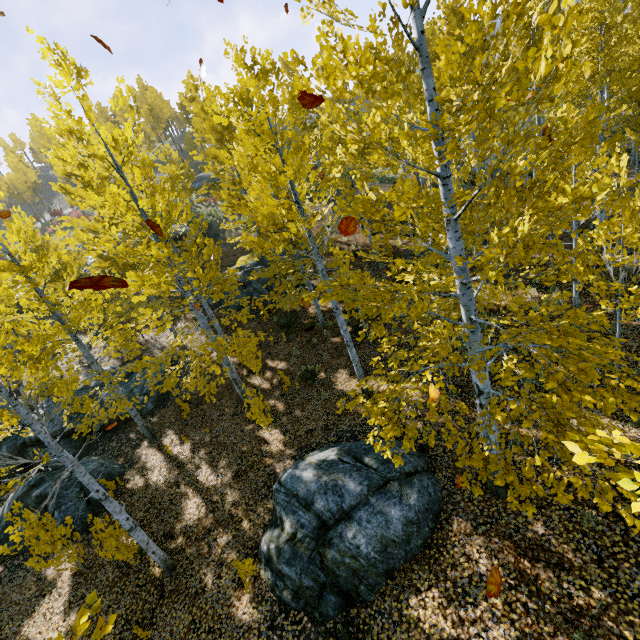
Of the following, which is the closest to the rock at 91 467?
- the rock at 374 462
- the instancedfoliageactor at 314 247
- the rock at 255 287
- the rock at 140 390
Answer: the rock at 140 390

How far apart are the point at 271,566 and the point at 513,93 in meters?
8.3

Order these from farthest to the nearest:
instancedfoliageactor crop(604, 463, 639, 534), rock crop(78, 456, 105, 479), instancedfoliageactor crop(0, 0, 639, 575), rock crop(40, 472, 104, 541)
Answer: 1. rock crop(78, 456, 105, 479)
2. rock crop(40, 472, 104, 541)
3. instancedfoliageactor crop(0, 0, 639, 575)
4. instancedfoliageactor crop(604, 463, 639, 534)

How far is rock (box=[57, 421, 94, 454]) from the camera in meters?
13.2

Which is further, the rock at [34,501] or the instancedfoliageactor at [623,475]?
the rock at [34,501]

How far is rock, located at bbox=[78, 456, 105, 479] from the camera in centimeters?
1101cm
